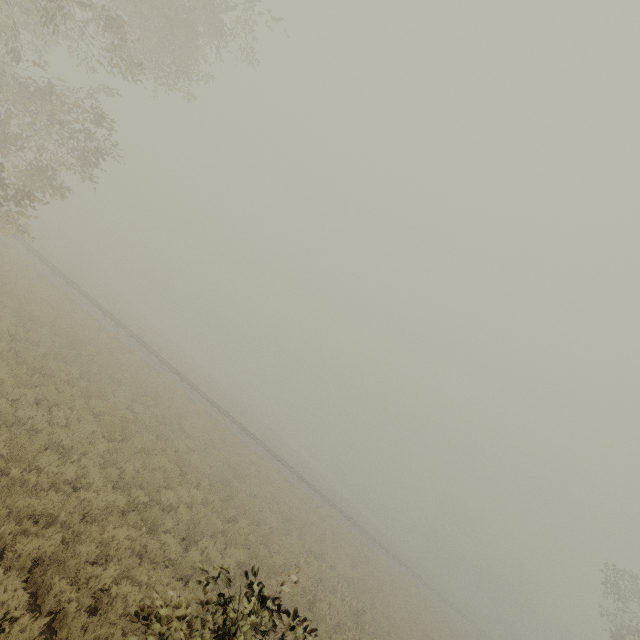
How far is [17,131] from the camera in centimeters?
1202cm
